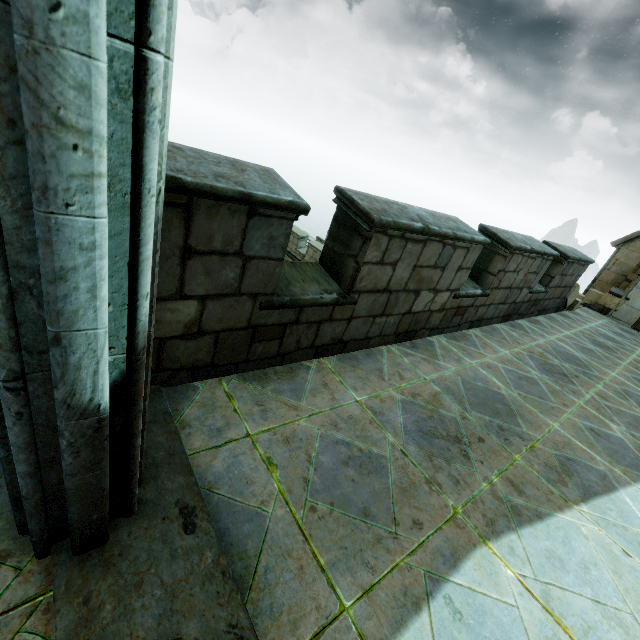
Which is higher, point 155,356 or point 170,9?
point 170,9
